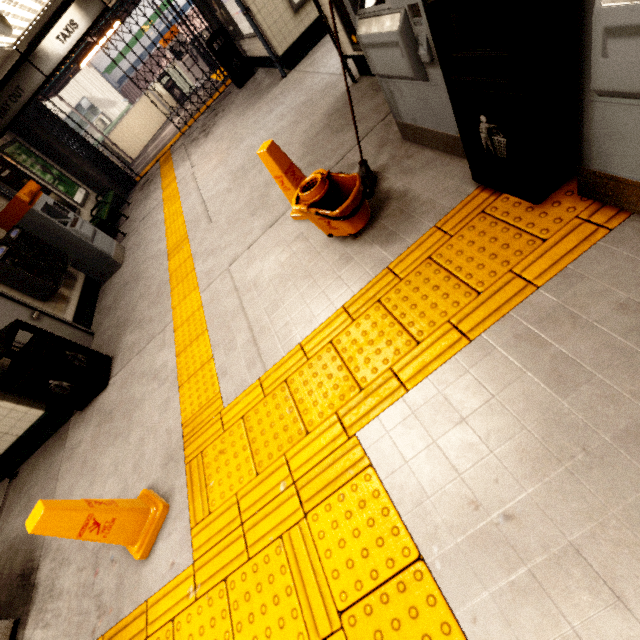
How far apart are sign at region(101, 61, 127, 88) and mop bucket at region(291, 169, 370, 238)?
23.9 meters

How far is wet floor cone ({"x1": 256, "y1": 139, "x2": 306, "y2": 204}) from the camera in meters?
3.0

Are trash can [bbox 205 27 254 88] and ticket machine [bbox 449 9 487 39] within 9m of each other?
yes

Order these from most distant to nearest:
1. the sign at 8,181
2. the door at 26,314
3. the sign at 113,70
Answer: the sign at 113,70 < the sign at 8,181 < the door at 26,314

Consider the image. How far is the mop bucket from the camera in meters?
2.5

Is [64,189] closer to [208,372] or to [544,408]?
[208,372]

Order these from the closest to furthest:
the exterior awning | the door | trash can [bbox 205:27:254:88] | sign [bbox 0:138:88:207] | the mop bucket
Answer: the mop bucket < the door < sign [bbox 0:138:88:207] < trash can [bbox 205:27:254:88] < the exterior awning

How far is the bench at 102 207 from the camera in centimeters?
751cm
